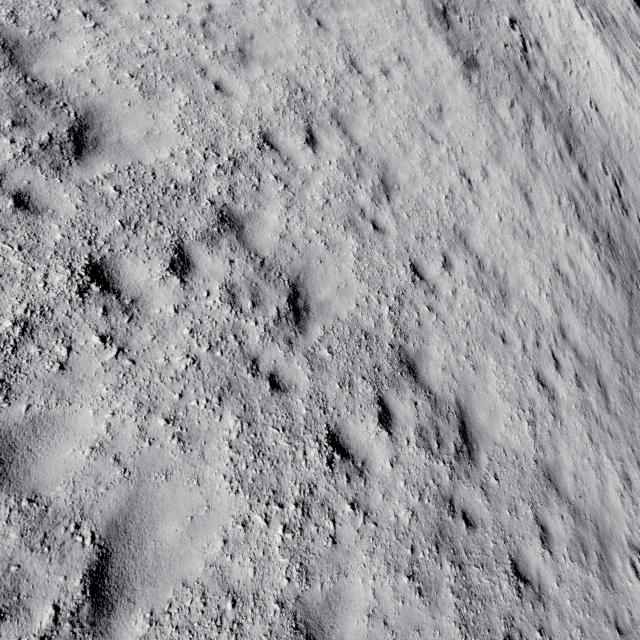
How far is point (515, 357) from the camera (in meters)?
7.64
